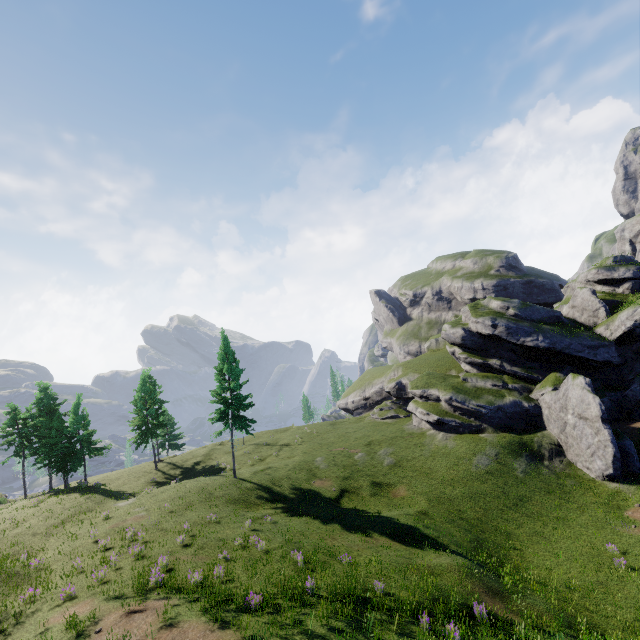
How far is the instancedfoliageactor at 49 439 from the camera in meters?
36.6 m

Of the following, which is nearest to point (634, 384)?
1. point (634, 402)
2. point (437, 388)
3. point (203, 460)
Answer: point (634, 402)

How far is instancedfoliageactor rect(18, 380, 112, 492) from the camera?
36.6 meters
